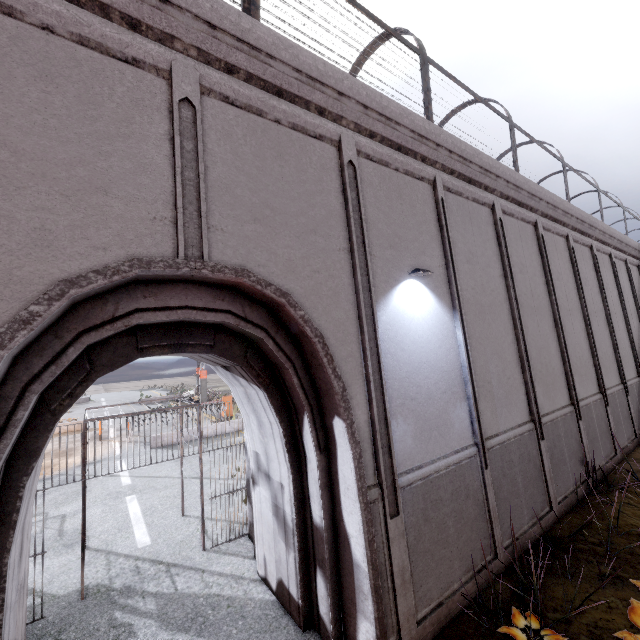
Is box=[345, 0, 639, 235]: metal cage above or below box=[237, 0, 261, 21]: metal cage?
above

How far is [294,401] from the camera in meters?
4.6 m

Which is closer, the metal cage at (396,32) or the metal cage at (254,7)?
the metal cage at (254,7)

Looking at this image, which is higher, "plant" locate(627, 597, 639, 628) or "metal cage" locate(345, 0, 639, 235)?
"metal cage" locate(345, 0, 639, 235)

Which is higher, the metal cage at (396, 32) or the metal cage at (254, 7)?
the metal cage at (396, 32)

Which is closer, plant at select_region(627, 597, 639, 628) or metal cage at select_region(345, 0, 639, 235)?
plant at select_region(627, 597, 639, 628)

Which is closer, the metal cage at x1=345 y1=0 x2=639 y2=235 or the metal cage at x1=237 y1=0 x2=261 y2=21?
the metal cage at x1=237 y1=0 x2=261 y2=21
